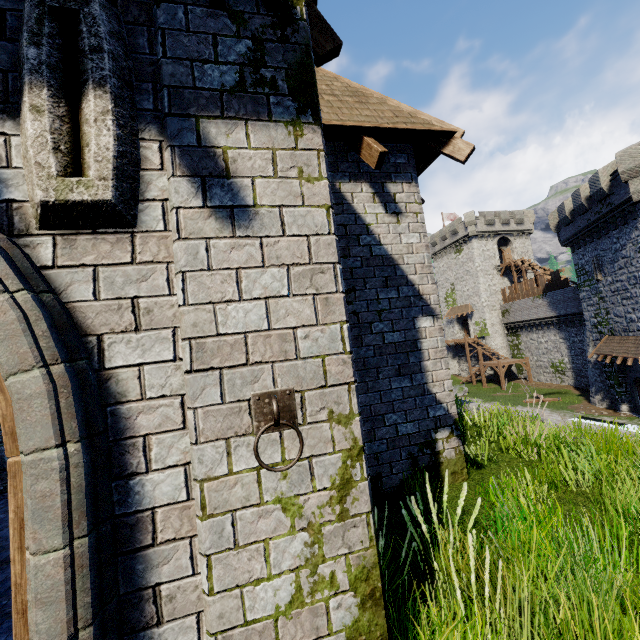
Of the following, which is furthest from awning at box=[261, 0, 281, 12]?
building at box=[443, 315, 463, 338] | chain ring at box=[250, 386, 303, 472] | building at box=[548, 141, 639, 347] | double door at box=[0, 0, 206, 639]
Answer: building at box=[443, 315, 463, 338]

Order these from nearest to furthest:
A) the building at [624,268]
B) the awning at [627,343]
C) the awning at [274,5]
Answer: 1. the awning at [274,5]
2. the building at [624,268]
3. the awning at [627,343]

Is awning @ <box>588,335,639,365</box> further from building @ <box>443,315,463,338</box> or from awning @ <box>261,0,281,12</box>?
awning @ <box>261,0,281,12</box>

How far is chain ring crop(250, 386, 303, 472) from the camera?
1.71m

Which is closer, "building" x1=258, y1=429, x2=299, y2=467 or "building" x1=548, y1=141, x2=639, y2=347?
"building" x1=258, y1=429, x2=299, y2=467

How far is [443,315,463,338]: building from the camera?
49.34m

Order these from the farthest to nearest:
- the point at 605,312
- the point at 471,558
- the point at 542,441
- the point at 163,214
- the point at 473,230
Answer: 1. the point at 473,230
2. the point at 605,312
3. the point at 542,441
4. the point at 471,558
5. the point at 163,214

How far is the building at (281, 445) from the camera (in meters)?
1.76
